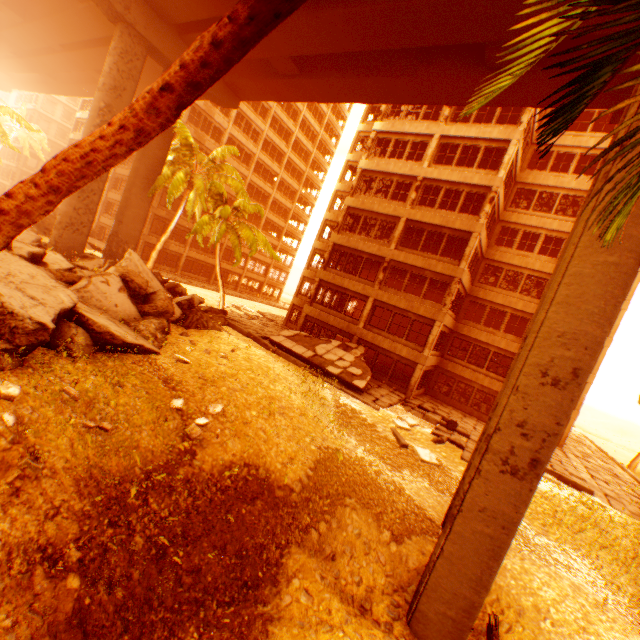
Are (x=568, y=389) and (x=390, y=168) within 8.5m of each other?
no

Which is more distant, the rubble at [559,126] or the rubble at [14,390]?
the rubble at [14,390]

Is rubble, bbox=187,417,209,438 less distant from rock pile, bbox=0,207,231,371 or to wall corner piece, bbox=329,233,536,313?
rock pile, bbox=0,207,231,371

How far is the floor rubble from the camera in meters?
19.1 m

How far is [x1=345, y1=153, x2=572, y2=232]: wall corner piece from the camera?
20.38m

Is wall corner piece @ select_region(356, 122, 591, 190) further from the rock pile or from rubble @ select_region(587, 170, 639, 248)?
the rock pile

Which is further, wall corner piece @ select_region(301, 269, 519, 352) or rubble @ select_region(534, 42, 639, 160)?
wall corner piece @ select_region(301, 269, 519, 352)

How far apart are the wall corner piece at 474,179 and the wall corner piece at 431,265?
5.0 meters
